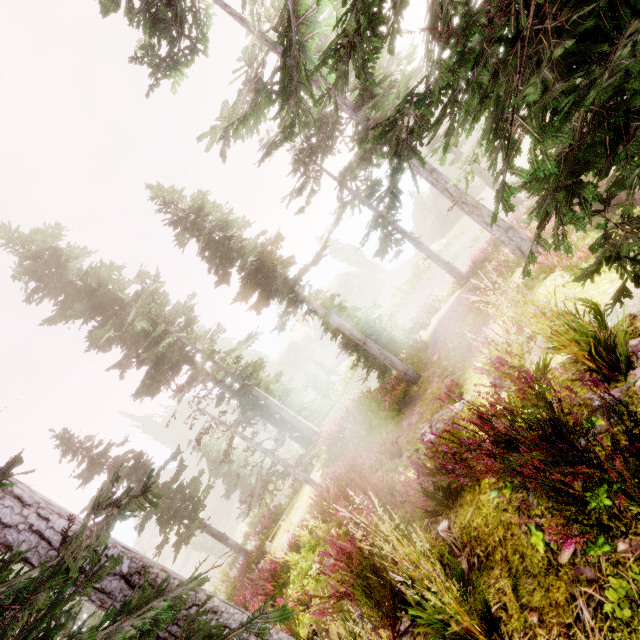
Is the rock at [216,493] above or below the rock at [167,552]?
below

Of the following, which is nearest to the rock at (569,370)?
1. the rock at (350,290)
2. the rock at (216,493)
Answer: the rock at (350,290)

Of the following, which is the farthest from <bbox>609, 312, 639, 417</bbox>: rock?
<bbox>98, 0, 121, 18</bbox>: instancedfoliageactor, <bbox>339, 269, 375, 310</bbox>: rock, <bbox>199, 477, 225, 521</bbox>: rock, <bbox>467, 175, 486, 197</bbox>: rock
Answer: <bbox>199, 477, 225, 521</bbox>: rock

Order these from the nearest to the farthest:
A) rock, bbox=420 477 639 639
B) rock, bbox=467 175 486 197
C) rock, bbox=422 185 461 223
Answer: rock, bbox=420 477 639 639
rock, bbox=467 175 486 197
rock, bbox=422 185 461 223

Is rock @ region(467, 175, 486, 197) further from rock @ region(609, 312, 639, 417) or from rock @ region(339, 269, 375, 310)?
rock @ region(609, 312, 639, 417)

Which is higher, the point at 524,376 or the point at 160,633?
the point at 160,633

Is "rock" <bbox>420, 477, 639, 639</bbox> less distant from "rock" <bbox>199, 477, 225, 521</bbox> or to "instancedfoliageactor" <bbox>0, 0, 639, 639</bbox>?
"instancedfoliageactor" <bbox>0, 0, 639, 639</bbox>

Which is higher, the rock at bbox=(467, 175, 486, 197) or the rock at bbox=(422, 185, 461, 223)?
the rock at bbox=(422, 185, 461, 223)
